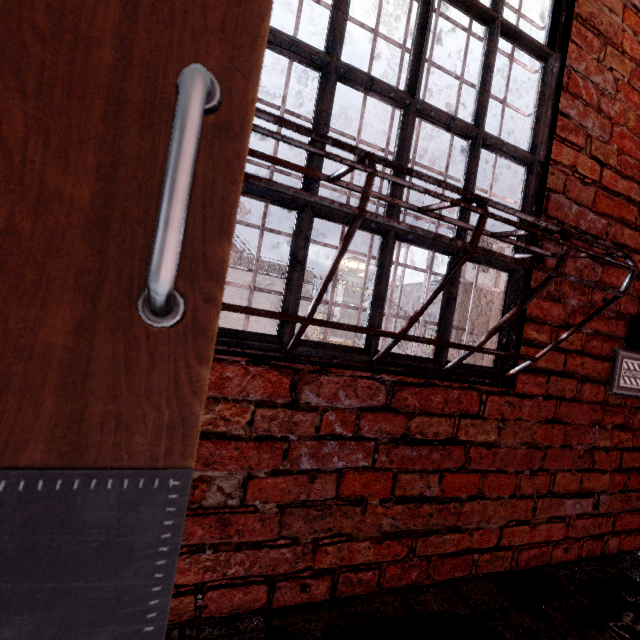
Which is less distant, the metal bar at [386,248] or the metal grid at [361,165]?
the metal grid at [361,165]

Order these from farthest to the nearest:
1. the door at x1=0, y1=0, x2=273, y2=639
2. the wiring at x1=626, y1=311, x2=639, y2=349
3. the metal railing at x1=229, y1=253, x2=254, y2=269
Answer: the metal railing at x1=229, y1=253, x2=254, y2=269, the wiring at x1=626, y1=311, x2=639, y2=349, the door at x1=0, y1=0, x2=273, y2=639

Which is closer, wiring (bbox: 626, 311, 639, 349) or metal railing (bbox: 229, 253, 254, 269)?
wiring (bbox: 626, 311, 639, 349)

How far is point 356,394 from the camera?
1.11m

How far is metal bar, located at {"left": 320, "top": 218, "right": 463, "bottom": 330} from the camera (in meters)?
1.16

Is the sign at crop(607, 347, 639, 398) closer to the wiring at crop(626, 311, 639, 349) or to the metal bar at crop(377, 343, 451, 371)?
the wiring at crop(626, 311, 639, 349)

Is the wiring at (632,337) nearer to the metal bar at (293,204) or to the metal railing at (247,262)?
the metal bar at (293,204)

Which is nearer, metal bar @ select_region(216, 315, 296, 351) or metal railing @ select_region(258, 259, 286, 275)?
metal bar @ select_region(216, 315, 296, 351)
